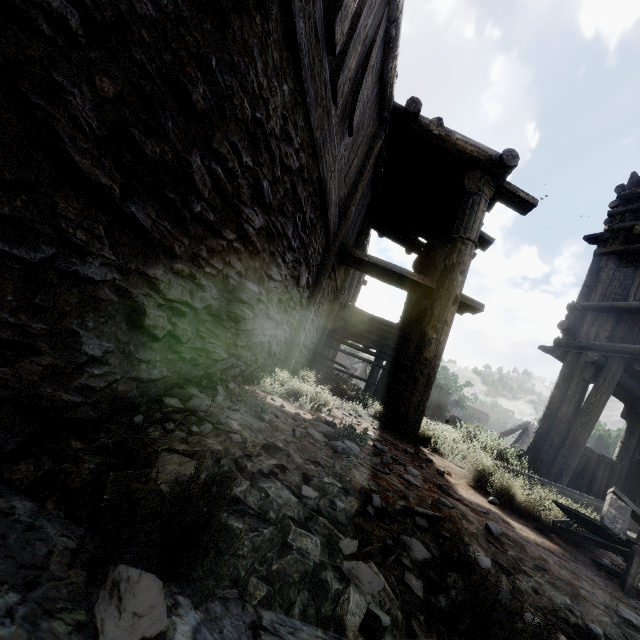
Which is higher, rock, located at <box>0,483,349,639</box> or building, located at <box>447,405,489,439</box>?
building, located at <box>447,405,489,439</box>

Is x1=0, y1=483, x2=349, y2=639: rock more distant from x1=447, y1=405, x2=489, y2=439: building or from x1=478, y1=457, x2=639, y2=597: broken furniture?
x1=478, y1=457, x2=639, y2=597: broken furniture

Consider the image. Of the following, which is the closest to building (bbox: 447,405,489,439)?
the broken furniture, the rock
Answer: the rock

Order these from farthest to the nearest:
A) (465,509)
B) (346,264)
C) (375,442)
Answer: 1. (346,264)
2. (375,442)
3. (465,509)

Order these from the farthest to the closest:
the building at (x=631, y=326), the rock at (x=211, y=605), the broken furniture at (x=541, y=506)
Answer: the building at (x=631, y=326), the broken furniture at (x=541, y=506), the rock at (x=211, y=605)

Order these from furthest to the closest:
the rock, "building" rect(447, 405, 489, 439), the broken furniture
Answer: "building" rect(447, 405, 489, 439)
the broken furniture
the rock

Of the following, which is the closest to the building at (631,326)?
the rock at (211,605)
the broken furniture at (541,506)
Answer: the rock at (211,605)
